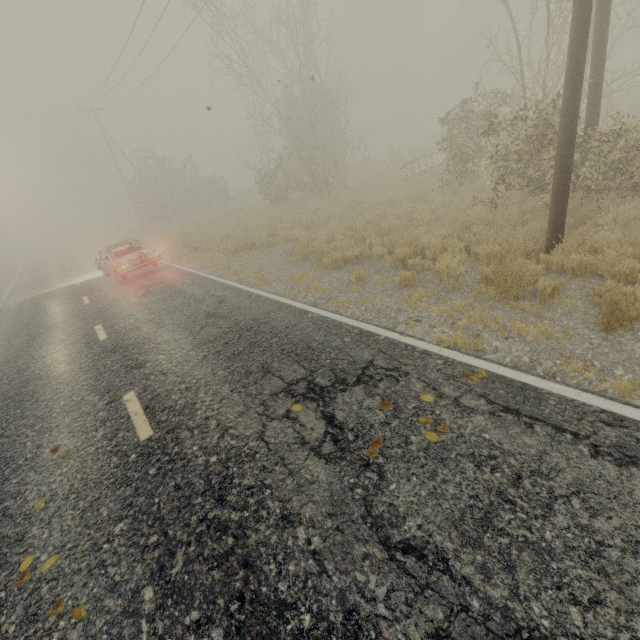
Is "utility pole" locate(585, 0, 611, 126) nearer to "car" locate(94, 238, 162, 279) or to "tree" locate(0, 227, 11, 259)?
"car" locate(94, 238, 162, 279)

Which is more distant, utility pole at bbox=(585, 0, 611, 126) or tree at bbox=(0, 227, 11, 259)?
tree at bbox=(0, 227, 11, 259)

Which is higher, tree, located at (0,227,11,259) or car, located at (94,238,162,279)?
tree, located at (0,227,11,259)

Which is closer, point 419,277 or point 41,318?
point 419,277

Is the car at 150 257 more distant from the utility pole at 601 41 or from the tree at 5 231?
the utility pole at 601 41

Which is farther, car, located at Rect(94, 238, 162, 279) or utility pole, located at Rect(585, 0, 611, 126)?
car, located at Rect(94, 238, 162, 279)

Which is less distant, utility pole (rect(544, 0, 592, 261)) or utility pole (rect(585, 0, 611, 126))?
utility pole (rect(544, 0, 592, 261))

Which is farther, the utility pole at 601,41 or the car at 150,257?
the car at 150,257
